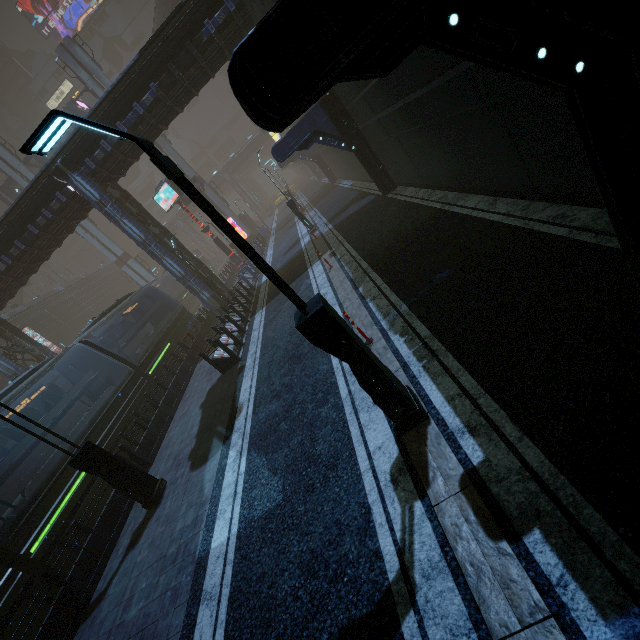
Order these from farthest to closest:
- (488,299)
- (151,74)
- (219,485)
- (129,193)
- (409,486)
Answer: (129,193) < (151,74) < (219,485) < (488,299) < (409,486)

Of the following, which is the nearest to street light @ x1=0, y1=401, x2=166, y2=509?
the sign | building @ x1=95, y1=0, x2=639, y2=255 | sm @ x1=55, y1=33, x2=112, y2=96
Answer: building @ x1=95, y1=0, x2=639, y2=255

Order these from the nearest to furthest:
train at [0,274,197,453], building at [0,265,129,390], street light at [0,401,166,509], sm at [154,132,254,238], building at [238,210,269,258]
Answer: street light at [0,401,166,509] < train at [0,274,197,453] < building at [0,265,129,390] < building at [238,210,269,258] < sm at [154,132,254,238]

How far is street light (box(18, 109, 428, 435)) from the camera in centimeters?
306cm

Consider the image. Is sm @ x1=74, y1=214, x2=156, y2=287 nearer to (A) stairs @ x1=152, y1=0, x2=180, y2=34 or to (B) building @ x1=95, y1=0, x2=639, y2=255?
(B) building @ x1=95, y1=0, x2=639, y2=255

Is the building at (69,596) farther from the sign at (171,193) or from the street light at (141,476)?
the street light at (141,476)

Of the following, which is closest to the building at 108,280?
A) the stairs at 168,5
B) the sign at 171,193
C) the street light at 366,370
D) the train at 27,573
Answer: the sign at 171,193
